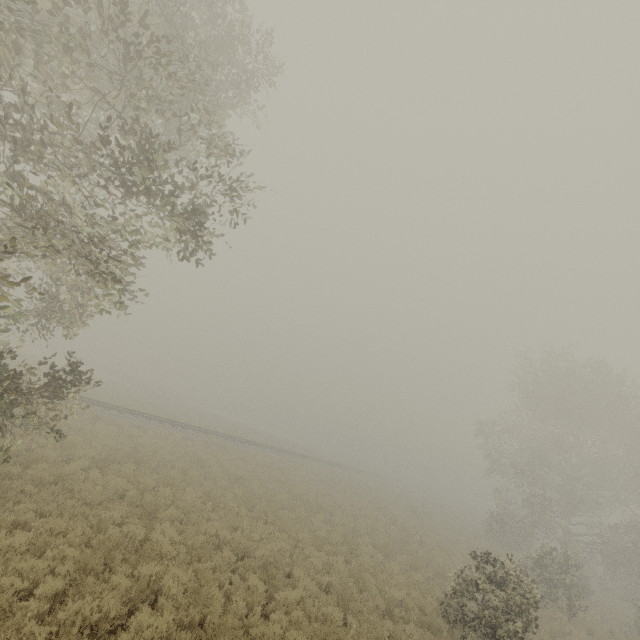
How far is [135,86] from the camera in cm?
740
